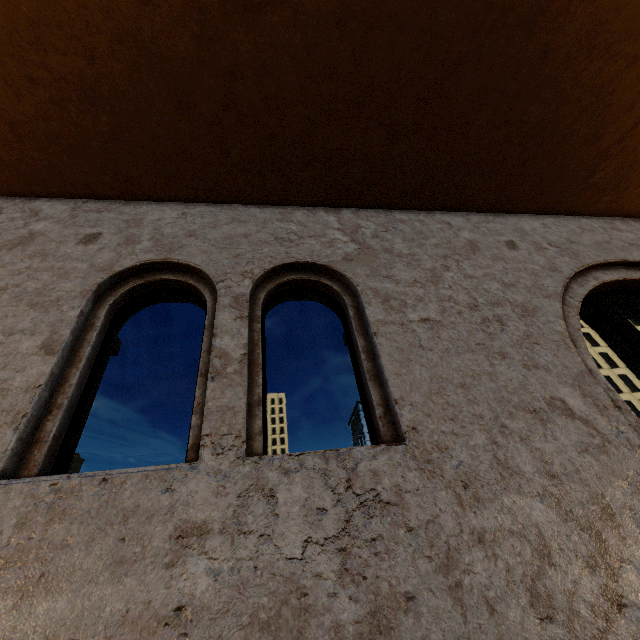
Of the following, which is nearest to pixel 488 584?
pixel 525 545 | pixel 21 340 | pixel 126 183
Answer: pixel 525 545
